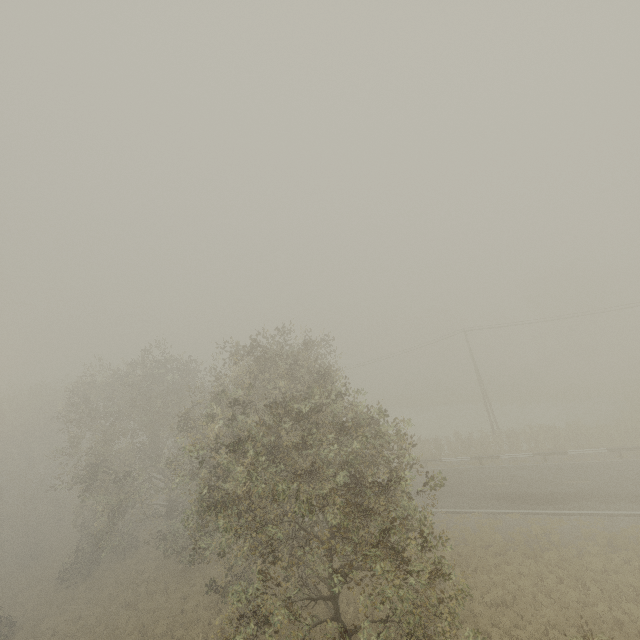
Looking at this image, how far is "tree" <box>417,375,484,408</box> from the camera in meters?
51.0

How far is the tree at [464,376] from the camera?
51.0 meters

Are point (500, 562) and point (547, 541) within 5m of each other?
yes
